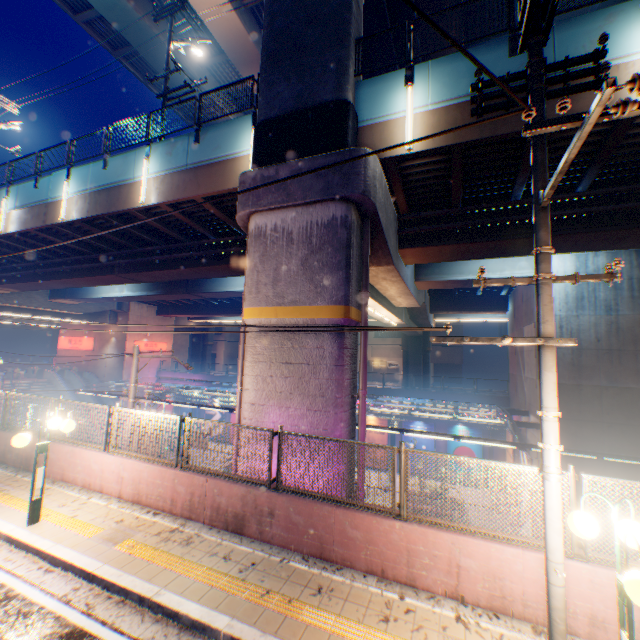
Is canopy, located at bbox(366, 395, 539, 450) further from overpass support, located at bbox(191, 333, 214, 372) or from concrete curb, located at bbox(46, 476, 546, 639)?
concrete curb, located at bbox(46, 476, 546, 639)

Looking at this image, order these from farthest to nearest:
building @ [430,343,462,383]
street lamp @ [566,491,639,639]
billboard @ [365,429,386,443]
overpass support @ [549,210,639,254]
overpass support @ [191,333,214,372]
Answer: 1. overpass support @ [191,333,214,372]
2. building @ [430,343,462,383]
3. billboard @ [365,429,386,443]
4. overpass support @ [549,210,639,254]
5. street lamp @ [566,491,639,639]

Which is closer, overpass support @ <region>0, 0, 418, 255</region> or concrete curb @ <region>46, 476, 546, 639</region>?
concrete curb @ <region>46, 476, 546, 639</region>

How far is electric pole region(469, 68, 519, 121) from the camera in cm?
520

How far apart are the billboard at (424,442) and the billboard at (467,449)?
0.9 meters

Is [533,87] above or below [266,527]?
above

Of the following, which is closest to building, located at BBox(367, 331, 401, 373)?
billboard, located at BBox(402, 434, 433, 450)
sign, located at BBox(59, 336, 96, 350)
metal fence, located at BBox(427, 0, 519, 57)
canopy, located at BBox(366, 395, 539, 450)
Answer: metal fence, located at BBox(427, 0, 519, 57)

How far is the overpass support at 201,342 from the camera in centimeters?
Answer: 4847cm
